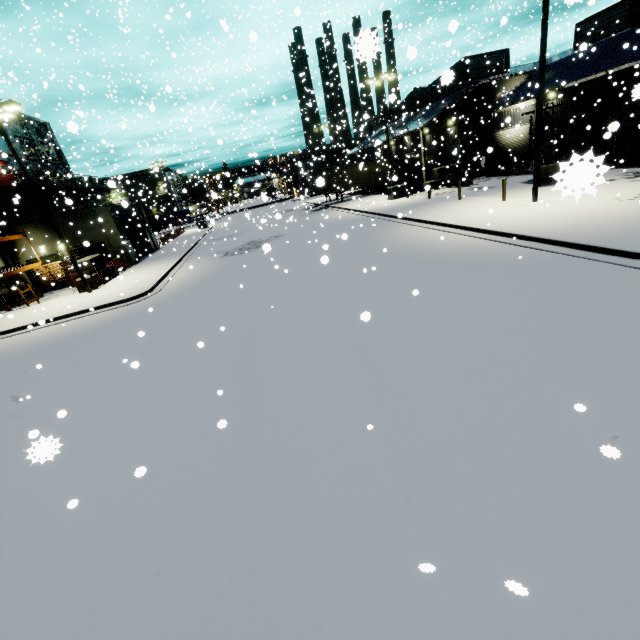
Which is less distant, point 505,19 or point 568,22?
point 505,19

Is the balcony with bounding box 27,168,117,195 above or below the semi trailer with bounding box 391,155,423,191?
above

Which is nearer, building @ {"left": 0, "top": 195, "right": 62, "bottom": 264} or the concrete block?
the concrete block

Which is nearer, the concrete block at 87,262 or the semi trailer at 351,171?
the concrete block at 87,262

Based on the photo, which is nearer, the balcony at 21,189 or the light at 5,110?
the light at 5,110

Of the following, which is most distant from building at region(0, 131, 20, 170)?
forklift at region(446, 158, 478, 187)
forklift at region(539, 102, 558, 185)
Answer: forklift at region(539, 102, 558, 185)

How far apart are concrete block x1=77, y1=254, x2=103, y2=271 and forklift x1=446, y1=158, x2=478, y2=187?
28.62m

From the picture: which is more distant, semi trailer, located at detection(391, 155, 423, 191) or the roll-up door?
semi trailer, located at detection(391, 155, 423, 191)
